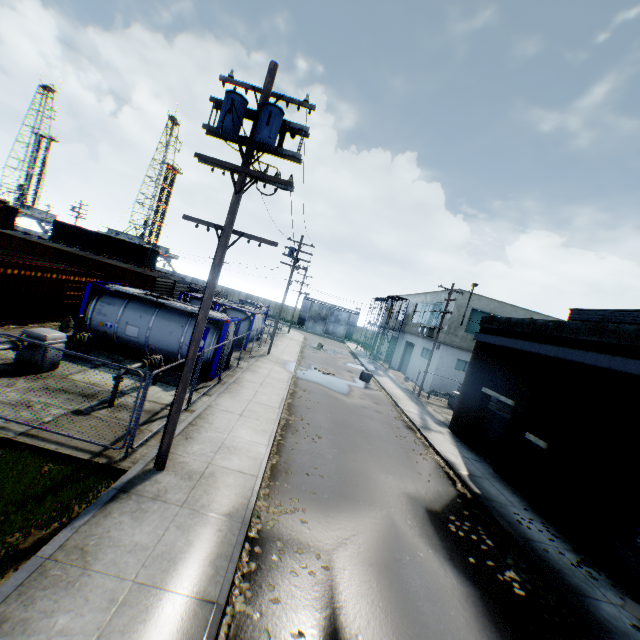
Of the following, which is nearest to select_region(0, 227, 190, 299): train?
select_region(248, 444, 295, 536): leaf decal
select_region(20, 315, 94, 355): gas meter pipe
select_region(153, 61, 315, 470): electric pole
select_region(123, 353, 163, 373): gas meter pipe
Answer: select_region(153, 61, 315, 470): electric pole

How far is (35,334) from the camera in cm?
1082

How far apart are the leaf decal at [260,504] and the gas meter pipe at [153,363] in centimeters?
514cm

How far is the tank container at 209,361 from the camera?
15.41m

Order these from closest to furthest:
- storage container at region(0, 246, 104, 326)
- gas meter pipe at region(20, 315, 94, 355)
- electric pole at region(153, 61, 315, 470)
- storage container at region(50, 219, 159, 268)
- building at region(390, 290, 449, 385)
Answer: electric pole at region(153, 61, 315, 470) < gas meter pipe at region(20, 315, 94, 355) < storage container at region(0, 246, 104, 326) < building at region(390, 290, 449, 385) < storage container at region(50, 219, 159, 268)

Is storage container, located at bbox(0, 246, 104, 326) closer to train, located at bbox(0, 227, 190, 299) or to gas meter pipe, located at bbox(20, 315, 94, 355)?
gas meter pipe, located at bbox(20, 315, 94, 355)

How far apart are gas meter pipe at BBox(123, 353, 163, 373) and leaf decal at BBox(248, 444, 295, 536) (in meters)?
5.14

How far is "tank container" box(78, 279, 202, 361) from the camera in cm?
1525
